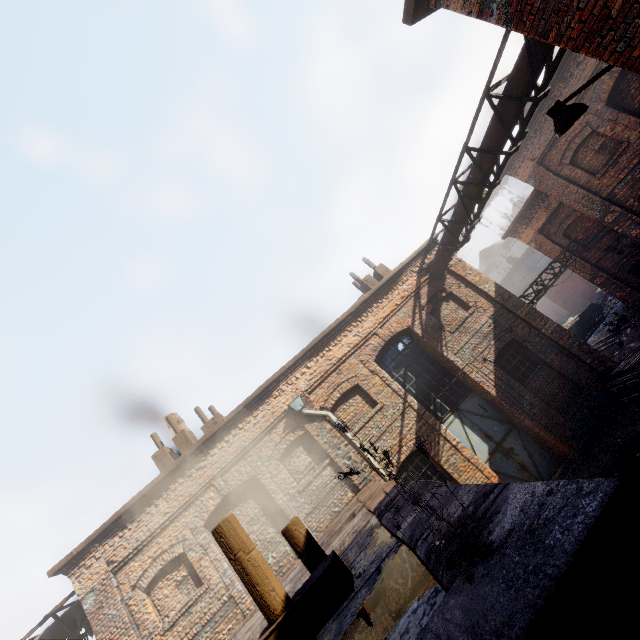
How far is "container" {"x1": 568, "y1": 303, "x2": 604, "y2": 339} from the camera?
18.1 meters

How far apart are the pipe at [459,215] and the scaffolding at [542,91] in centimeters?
1cm

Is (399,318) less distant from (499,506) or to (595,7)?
(595,7)

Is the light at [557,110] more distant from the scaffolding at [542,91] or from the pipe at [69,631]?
the pipe at [69,631]

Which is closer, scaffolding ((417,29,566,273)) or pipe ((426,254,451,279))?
scaffolding ((417,29,566,273))

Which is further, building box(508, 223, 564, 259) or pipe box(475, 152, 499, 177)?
building box(508, 223, 564, 259)

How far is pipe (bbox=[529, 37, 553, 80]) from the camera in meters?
5.7

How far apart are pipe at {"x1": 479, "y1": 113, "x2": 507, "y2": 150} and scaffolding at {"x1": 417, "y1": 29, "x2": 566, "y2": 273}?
0.01m
